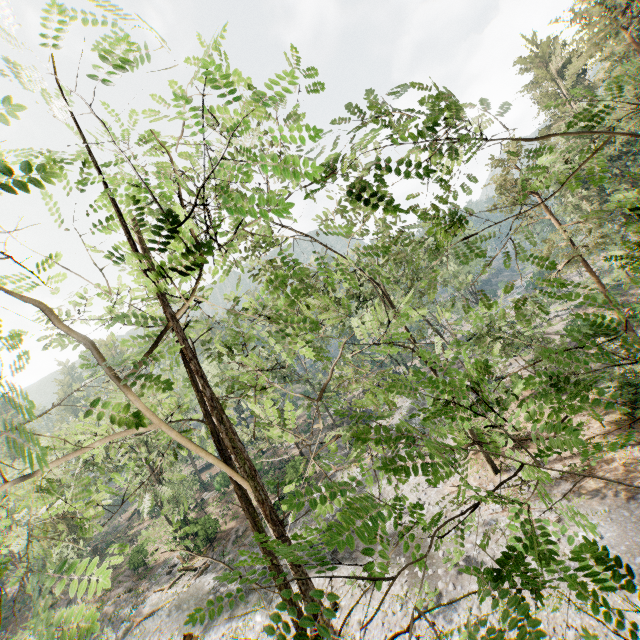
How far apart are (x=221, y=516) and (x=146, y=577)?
8.5m

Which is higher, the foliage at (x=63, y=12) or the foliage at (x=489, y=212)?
the foliage at (x=63, y=12)

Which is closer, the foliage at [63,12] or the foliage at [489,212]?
the foliage at [489,212]

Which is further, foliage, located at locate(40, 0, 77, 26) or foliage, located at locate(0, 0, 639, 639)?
foliage, located at locate(40, 0, 77, 26)

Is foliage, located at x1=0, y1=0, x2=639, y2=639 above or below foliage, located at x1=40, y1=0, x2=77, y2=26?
below
